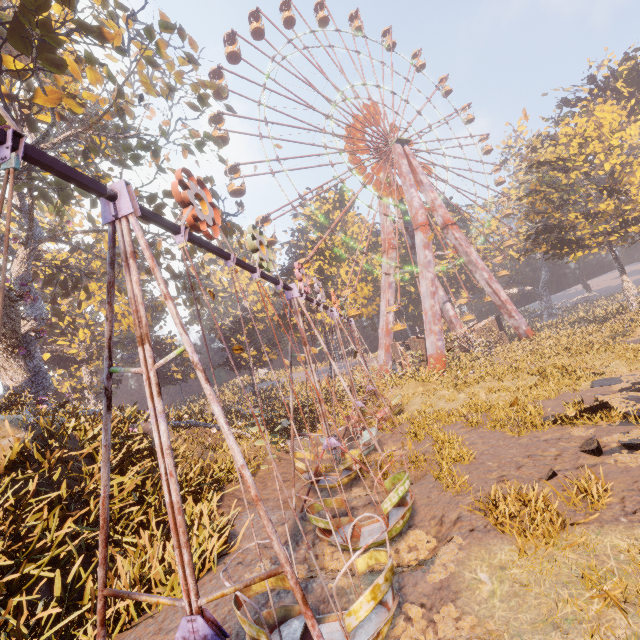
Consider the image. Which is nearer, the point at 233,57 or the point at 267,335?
the point at 233,57

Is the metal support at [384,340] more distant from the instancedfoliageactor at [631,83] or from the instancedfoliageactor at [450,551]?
the instancedfoliageactor at [631,83]

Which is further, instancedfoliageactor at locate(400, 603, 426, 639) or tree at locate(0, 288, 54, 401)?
tree at locate(0, 288, 54, 401)

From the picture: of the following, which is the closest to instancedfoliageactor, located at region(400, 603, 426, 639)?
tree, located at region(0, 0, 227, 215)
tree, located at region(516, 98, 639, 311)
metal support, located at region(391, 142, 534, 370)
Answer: tree, located at region(0, 0, 227, 215)

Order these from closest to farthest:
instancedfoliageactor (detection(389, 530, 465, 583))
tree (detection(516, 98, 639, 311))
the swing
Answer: the swing
instancedfoliageactor (detection(389, 530, 465, 583))
tree (detection(516, 98, 639, 311))

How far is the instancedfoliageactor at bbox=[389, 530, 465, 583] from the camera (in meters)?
5.36

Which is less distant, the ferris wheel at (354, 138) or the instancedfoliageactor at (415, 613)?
the instancedfoliageactor at (415, 613)

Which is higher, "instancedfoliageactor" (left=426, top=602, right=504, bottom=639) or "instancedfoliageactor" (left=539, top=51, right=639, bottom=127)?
"instancedfoliageactor" (left=539, top=51, right=639, bottom=127)
